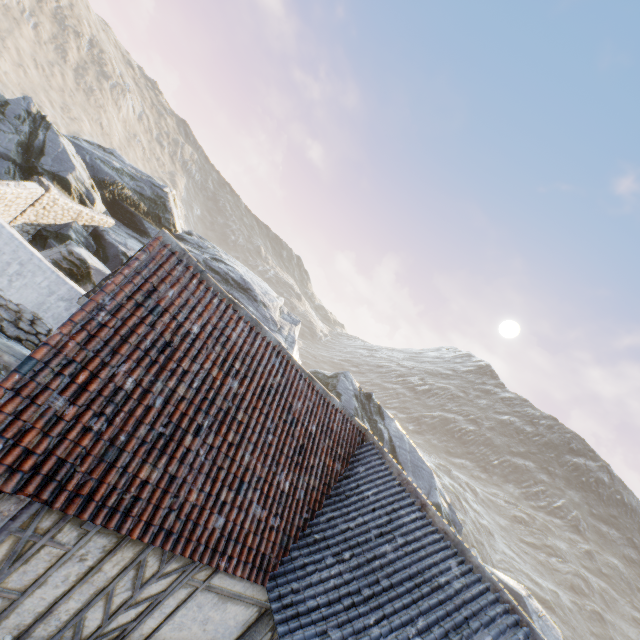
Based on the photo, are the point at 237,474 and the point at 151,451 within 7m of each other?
yes

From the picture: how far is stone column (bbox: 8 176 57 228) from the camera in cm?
1266

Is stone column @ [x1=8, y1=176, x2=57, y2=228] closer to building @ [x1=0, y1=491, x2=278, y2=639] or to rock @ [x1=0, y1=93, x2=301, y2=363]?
rock @ [x1=0, y1=93, x2=301, y2=363]

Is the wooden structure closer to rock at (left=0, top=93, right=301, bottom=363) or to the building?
the building

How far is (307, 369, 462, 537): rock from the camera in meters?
22.4

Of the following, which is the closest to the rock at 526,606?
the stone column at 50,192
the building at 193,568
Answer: the stone column at 50,192

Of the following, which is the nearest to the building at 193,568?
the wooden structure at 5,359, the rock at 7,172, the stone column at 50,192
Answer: the wooden structure at 5,359

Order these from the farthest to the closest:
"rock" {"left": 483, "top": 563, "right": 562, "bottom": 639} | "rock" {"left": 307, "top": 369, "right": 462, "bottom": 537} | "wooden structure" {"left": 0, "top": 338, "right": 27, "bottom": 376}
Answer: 1. "rock" {"left": 307, "top": 369, "right": 462, "bottom": 537}
2. "rock" {"left": 483, "top": 563, "right": 562, "bottom": 639}
3. "wooden structure" {"left": 0, "top": 338, "right": 27, "bottom": 376}
